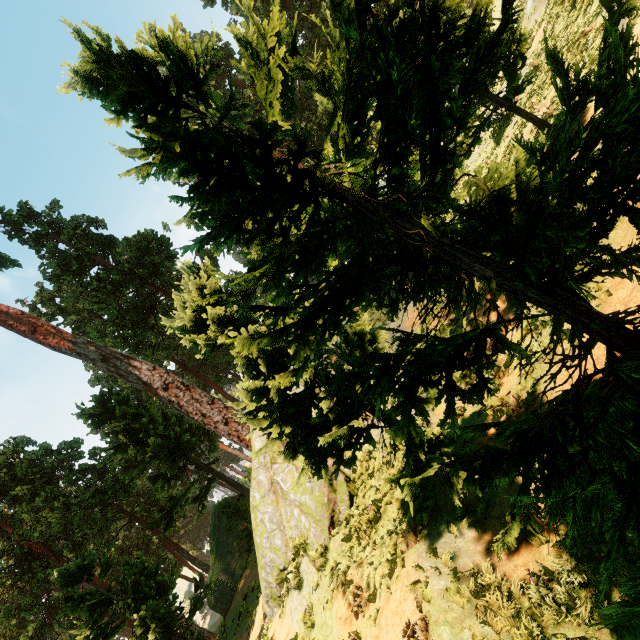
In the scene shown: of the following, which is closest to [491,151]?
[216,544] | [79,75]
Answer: [79,75]

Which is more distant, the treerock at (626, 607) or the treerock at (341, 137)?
the treerock at (341, 137)

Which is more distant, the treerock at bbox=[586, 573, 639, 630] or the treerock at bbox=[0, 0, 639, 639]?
the treerock at bbox=[0, 0, 639, 639]
